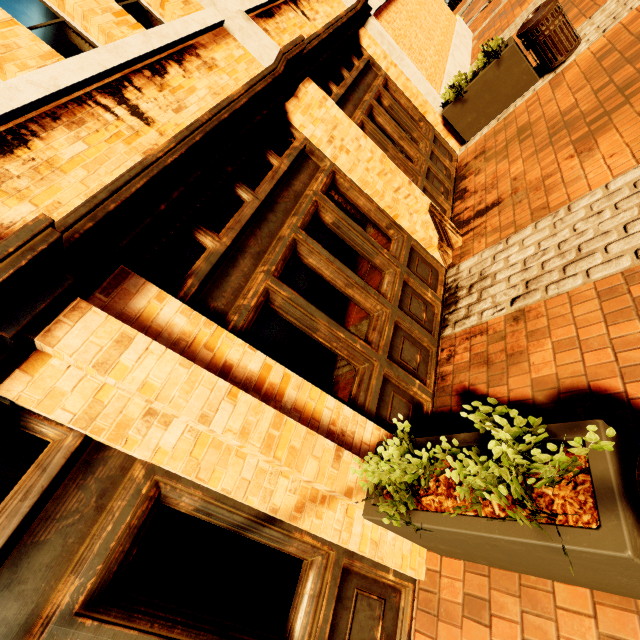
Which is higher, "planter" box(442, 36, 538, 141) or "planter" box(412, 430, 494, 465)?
"planter" box(412, 430, 494, 465)

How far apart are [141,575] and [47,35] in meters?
4.0 m

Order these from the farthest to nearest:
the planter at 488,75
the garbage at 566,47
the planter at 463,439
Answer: the planter at 488,75 → the garbage at 566,47 → the planter at 463,439

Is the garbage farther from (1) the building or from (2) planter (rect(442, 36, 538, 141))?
(1) the building

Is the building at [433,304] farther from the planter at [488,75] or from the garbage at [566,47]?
the garbage at [566,47]

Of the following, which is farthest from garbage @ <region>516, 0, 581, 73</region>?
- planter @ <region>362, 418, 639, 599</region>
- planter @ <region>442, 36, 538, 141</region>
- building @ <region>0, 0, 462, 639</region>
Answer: planter @ <region>362, 418, 639, 599</region>

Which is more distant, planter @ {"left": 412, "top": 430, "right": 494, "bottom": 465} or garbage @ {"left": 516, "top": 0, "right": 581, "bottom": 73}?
garbage @ {"left": 516, "top": 0, "right": 581, "bottom": 73}

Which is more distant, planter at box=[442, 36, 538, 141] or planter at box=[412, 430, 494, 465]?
planter at box=[442, 36, 538, 141]
